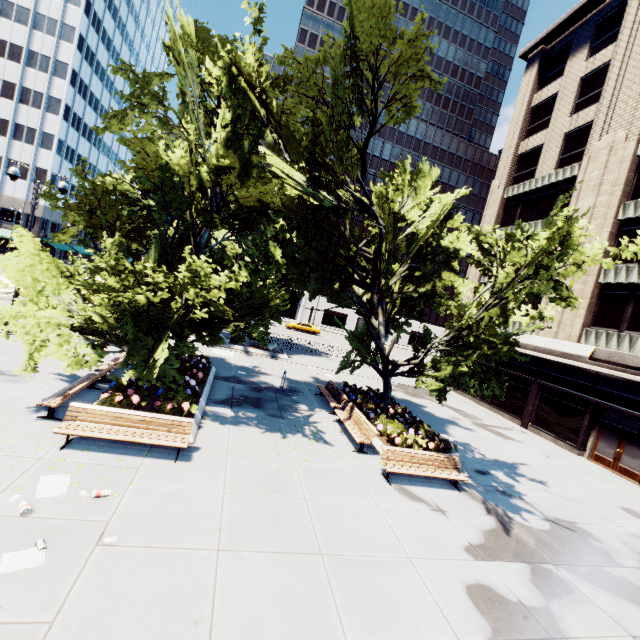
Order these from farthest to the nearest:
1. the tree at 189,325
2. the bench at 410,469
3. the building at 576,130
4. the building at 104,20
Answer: the building at 104,20 < the building at 576,130 < the bench at 410,469 < the tree at 189,325

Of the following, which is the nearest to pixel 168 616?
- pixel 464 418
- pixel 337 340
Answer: pixel 464 418

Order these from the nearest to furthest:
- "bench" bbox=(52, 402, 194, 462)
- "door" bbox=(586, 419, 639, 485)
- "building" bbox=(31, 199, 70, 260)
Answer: "bench" bbox=(52, 402, 194, 462) < "door" bbox=(586, 419, 639, 485) < "building" bbox=(31, 199, 70, 260)

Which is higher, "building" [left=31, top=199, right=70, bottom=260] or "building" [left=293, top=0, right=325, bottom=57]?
"building" [left=293, top=0, right=325, bottom=57]

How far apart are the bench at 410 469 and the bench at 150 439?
5.7m

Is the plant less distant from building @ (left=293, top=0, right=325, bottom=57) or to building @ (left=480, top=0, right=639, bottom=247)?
building @ (left=480, top=0, right=639, bottom=247)

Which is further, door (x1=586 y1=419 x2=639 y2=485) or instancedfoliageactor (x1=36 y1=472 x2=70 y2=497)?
door (x1=586 y1=419 x2=639 y2=485)

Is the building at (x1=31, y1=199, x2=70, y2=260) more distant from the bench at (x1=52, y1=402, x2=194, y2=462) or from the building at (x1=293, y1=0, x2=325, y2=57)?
the bench at (x1=52, y1=402, x2=194, y2=462)
